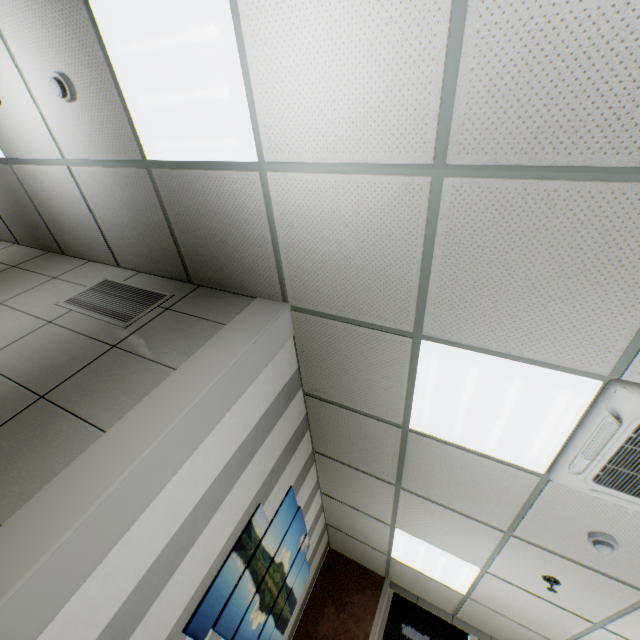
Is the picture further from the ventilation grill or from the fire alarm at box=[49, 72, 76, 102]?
the fire alarm at box=[49, 72, 76, 102]

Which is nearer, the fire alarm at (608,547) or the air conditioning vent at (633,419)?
the air conditioning vent at (633,419)

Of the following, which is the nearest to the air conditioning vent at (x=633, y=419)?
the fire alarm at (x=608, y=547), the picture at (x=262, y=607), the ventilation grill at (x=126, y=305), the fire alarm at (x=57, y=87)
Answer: the fire alarm at (x=608, y=547)

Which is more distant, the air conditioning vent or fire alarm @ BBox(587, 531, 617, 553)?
fire alarm @ BBox(587, 531, 617, 553)

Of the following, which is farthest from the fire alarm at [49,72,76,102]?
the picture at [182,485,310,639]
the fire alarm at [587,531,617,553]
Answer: the fire alarm at [587,531,617,553]

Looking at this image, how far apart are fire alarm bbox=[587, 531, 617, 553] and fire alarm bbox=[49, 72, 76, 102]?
4.87m

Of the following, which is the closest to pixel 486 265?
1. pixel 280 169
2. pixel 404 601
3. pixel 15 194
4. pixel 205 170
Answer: pixel 280 169

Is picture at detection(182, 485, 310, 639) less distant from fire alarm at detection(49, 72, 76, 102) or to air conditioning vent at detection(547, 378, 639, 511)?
air conditioning vent at detection(547, 378, 639, 511)
